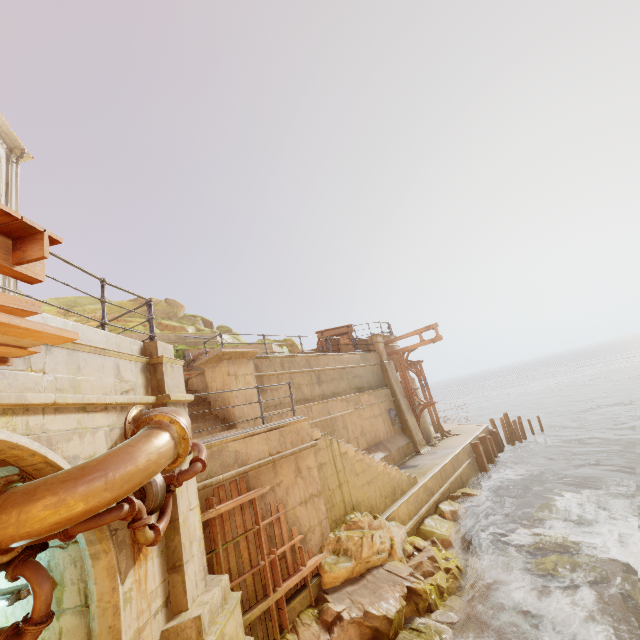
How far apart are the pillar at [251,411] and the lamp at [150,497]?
5.21m

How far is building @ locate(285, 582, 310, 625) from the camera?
6.4 meters

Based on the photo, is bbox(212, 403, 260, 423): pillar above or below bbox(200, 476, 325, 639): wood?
above

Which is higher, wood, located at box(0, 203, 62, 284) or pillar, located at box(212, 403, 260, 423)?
wood, located at box(0, 203, 62, 284)

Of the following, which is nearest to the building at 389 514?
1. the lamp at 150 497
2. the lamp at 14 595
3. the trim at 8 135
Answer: the lamp at 150 497

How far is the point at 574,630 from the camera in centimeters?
645cm

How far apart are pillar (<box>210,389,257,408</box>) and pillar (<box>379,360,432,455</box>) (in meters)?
9.61

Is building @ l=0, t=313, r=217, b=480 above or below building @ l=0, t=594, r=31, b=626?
above
